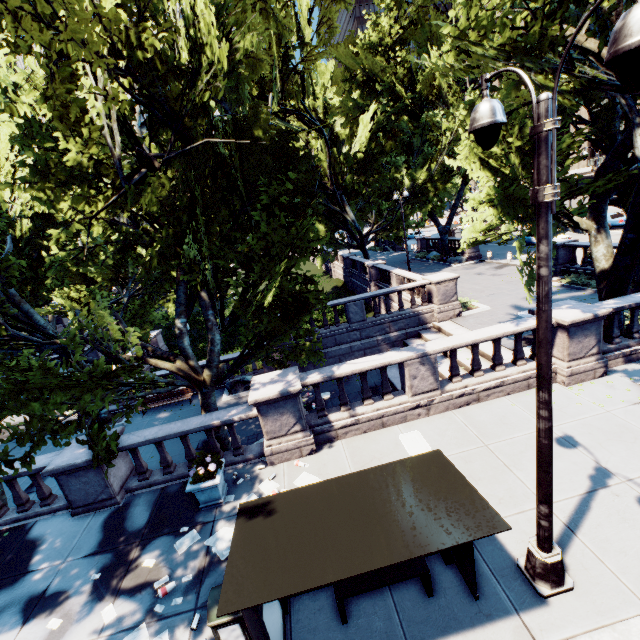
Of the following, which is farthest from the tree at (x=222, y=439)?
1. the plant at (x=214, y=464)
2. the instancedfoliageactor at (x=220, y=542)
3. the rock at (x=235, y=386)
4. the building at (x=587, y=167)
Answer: the building at (x=587, y=167)

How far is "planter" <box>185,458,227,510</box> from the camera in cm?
772

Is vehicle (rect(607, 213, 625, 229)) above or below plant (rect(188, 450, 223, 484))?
below

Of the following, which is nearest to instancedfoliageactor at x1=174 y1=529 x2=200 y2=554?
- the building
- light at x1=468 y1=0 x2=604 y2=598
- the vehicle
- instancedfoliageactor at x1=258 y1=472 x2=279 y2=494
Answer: instancedfoliageactor at x1=258 y1=472 x2=279 y2=494

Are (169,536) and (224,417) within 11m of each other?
yes

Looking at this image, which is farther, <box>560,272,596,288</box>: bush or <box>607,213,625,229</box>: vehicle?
<box>607,213,625,229</box>: vehicle

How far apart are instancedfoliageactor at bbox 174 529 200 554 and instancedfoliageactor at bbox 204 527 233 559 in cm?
21

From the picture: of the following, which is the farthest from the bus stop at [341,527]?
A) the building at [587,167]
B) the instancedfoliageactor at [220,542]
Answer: the building at [587,167]
